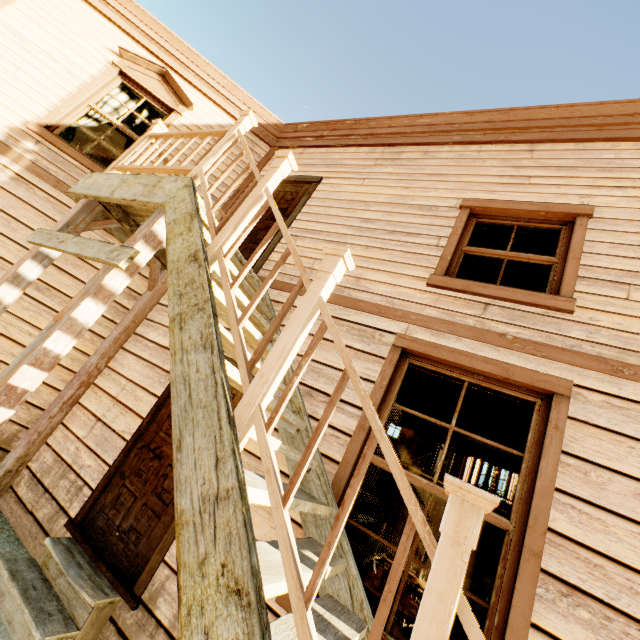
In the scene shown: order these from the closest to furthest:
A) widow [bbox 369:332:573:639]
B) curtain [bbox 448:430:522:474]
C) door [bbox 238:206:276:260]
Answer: widow [bbox 369:332:573:639]
curtain [bbox 448:430:522:474]
door [bbox 238:206:276:260]

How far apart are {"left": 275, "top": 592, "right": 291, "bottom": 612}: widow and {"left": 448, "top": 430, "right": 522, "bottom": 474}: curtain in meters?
0.0

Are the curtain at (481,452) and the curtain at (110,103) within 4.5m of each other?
no

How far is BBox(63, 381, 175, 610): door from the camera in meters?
2.8 m

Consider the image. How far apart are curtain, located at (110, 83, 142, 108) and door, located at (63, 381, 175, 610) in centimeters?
402cm

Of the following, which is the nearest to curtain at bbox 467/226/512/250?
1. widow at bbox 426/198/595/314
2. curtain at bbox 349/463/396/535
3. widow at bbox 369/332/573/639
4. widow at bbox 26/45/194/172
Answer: widow at bbox 426/198/595/314

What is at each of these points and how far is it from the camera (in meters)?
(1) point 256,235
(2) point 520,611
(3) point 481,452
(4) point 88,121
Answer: (1) door, 4.88
(2) widow, 1.95
(3) curtain, 2.66
(4) curtain, 5.29

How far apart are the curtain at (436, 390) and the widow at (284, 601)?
0.0 meters
